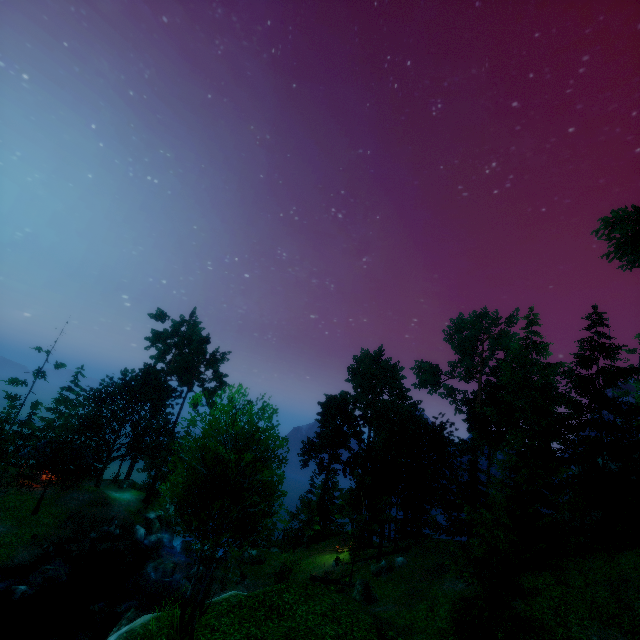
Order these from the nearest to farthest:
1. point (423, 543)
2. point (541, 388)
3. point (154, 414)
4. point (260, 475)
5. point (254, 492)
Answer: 1. point (260, 475)
2. point (254, 492)
3. point (423, 543)
4. point (154, 414)
5. point (541, 388)

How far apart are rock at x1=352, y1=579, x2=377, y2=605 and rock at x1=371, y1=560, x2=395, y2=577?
3.30m

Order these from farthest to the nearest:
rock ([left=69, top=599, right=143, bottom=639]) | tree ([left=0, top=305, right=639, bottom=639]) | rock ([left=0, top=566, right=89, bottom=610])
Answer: rock ([left=0, top=566, right=89, bottom=610]) → rock ([left=69, top=599, right=143, bottom=639]) → tree ([left=0, top=305, right=639, bottom=639])

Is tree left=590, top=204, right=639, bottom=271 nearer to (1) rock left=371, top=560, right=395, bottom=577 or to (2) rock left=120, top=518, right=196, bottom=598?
(1) rock left=371, top=560, right=395, bottom=577

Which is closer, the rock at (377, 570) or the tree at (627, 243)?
the tree at (627, 243)

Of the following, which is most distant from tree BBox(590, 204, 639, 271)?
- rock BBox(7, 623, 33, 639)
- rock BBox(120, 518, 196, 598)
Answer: rock BBox(7, 623, 33, 639)

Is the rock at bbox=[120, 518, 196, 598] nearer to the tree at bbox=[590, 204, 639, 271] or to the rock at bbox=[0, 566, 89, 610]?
the rock at bbox=[0, 566, 89, 610]

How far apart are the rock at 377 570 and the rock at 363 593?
3.3 meters
